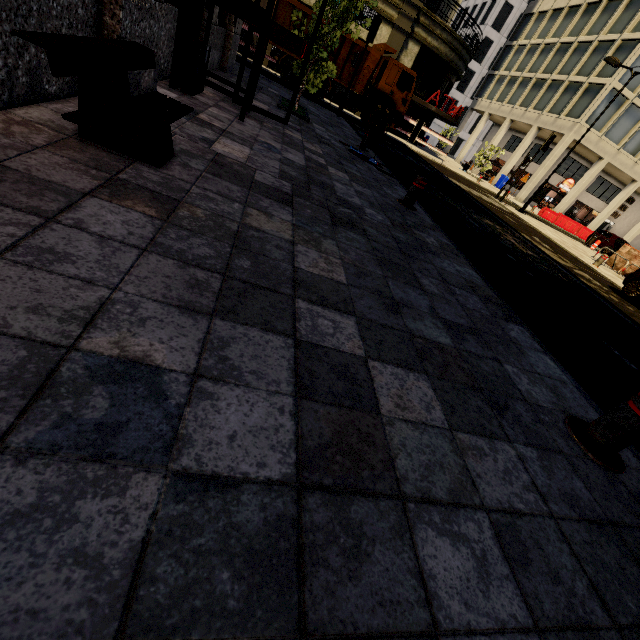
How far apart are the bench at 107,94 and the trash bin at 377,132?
6.9 meters

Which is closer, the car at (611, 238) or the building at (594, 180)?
the car at (611, 238)

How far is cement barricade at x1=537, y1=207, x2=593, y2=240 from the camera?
26.7 meters

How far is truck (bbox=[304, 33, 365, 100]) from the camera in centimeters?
1523cm

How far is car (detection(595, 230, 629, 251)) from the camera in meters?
23.2 m

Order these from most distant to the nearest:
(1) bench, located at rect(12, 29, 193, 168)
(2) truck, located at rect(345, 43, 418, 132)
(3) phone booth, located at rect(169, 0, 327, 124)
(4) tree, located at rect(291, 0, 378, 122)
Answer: (2) truck, located at rect(345, 43, 418, 132) → (4) tree, located at rect(291, 0, 378, 122) → (3) phone booth, located at rect(169, 0, 327, 124) → (1) bench, located at rect(12, 29, 193, 168)

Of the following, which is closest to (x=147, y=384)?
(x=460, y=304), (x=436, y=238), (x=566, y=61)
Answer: (x=460, y=304)

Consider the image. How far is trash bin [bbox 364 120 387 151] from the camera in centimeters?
888cm
